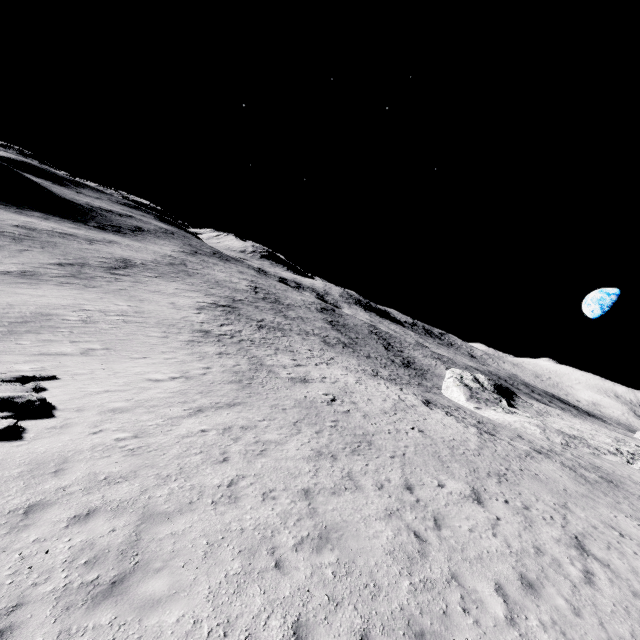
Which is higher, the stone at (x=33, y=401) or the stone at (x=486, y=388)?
the stone at (x=486, y=388)

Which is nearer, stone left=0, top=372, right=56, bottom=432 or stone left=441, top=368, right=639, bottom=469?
stone left=0, top=372, right=56, bottom=432

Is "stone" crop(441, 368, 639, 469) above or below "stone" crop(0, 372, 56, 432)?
above

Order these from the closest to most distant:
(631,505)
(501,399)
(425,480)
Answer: (425,480) → (631,505) → (501,399)

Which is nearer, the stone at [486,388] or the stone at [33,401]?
the stone at [33,401]
